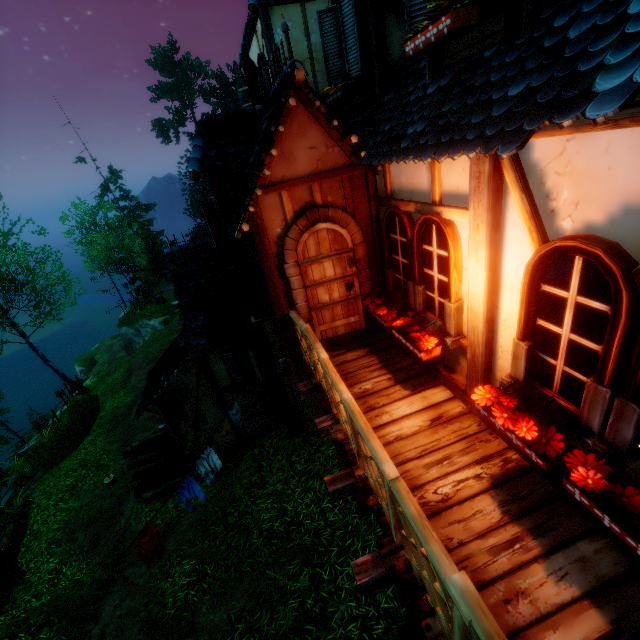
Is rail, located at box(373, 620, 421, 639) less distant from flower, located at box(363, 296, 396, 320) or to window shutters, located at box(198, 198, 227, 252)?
flower, located at box(363, 296, 396, 320)

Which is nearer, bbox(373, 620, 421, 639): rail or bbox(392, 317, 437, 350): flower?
bbox(373, 620, 421, 639): rail

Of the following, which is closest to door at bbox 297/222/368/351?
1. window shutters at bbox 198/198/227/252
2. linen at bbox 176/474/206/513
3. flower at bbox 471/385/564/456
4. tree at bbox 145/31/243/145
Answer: flower at bbox 471/385/564/456

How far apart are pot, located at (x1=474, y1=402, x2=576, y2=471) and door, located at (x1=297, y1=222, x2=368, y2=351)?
2.80m

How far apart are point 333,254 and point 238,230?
1.5m

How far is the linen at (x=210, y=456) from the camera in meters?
8.1 m

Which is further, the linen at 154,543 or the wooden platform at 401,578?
the linen at 154,543

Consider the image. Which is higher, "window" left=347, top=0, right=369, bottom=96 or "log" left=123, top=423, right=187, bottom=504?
"window" left=347, top=0, right=369, bottom=96
